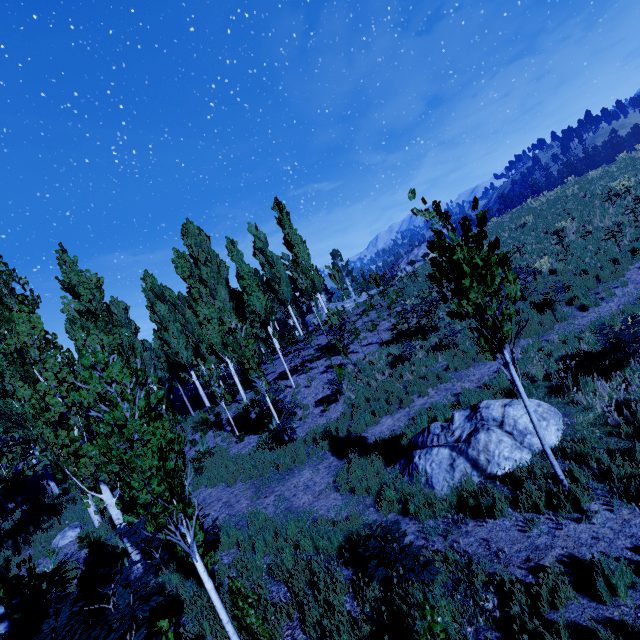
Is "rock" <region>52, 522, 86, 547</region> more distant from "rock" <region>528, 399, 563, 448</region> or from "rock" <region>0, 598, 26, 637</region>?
"rock" <region>528, 399, 563, 448</region>

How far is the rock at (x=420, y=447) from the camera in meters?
6.2 m

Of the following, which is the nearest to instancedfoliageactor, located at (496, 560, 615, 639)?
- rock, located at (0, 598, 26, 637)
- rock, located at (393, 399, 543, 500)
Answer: rock, located at (0, 598, 26, 637)

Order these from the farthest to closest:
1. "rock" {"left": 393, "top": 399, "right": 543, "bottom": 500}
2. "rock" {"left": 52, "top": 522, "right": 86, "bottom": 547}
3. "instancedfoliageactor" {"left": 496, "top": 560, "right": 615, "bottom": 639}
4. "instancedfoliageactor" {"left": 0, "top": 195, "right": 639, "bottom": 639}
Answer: "rock" {"left": 52, "top": 522, "right": 86, "bottom": 547}
"rock" {"left": 393, "top": 399, "right": 543, "bottom": 500}
"instancedfoliageactor" {"left": 0, "top": 195, "right": 639, "bottom": 639}
"instancedfoliageactor" {"left": 496, "top": 560, "right": 615, "bottom": 639}

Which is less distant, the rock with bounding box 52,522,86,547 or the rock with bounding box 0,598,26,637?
the rock with bounding box 0,598,26,637

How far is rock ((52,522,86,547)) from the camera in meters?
11.6 m

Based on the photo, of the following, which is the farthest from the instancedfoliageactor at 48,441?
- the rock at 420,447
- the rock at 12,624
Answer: the rock at 420,447

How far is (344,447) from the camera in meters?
10.1 m
